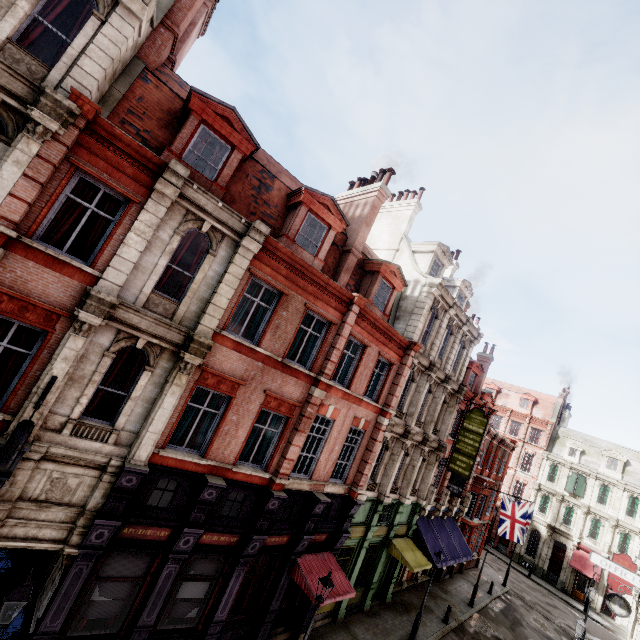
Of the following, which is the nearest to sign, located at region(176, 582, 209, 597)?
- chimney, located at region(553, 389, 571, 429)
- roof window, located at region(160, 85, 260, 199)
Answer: roof window, located at region(160, 85, 260, 199)

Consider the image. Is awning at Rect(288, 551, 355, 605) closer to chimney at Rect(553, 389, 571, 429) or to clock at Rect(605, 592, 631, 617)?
clock at Rect(605, 592, 631, 617)

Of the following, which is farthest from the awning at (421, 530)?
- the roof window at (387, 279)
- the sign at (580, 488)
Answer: the sign at (580, 488)

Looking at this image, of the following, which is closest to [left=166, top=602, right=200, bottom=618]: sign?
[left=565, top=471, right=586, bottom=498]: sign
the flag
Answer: the flag

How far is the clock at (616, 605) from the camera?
17.2 meters

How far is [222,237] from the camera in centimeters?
1038cm

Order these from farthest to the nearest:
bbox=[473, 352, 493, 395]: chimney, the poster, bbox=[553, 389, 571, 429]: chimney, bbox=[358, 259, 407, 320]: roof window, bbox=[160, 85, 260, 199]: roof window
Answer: bbox=[553, 389, 571, 429]: chimney
bbox=[473, 352, 493, 395]: chimney
bbox=[358, 259, 407, 320]: roof window
bbox=[160, 85, 260, 199]: roof window
the poster

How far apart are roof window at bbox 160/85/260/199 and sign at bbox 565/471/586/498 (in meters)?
50.18
